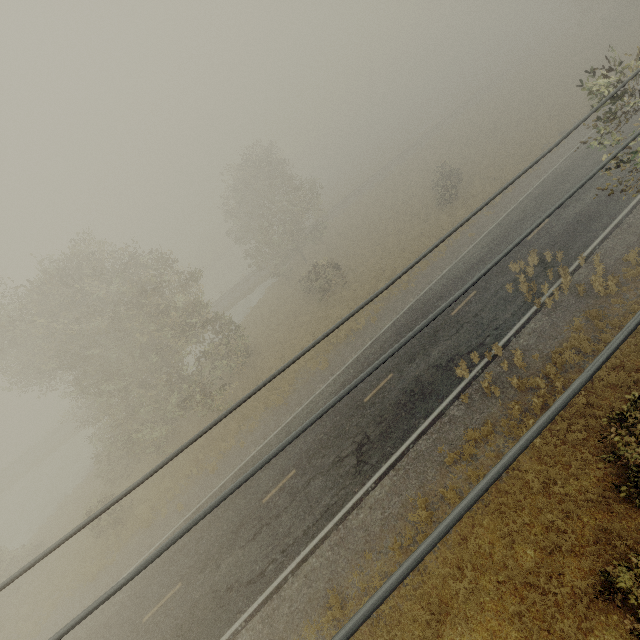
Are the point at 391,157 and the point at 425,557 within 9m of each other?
no
